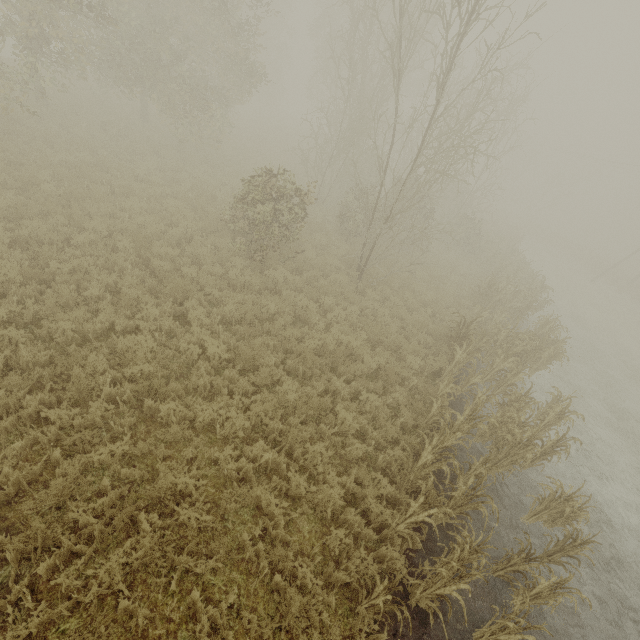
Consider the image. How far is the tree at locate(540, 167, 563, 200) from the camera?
44.5m

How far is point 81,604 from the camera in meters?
3.9

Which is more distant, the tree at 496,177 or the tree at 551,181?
the tree at 551,181

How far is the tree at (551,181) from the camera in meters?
44.5 m

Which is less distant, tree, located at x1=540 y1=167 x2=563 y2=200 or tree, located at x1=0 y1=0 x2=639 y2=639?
tree, located at x1=0 y1=0 x2=639 y2=639
